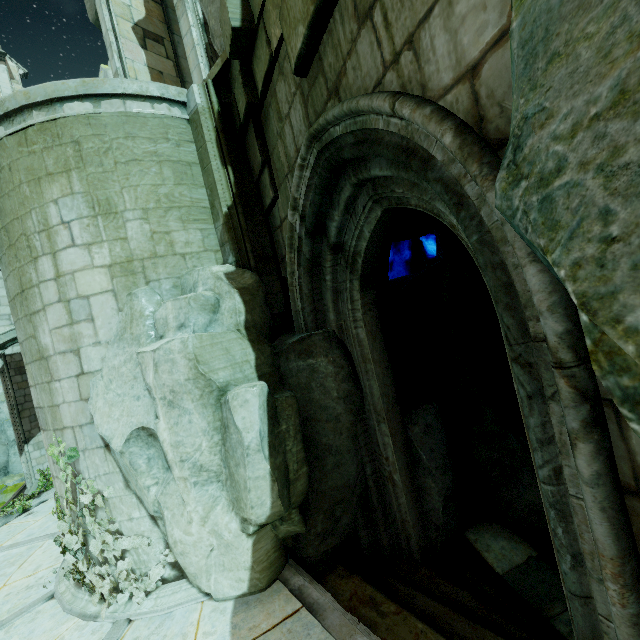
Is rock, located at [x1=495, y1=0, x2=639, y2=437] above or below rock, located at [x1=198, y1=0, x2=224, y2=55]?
below

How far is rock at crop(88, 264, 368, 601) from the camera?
4.2 meters

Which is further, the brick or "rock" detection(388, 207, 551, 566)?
"rock" detection(388, 207, 551, 566)

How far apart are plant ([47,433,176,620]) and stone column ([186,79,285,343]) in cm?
321

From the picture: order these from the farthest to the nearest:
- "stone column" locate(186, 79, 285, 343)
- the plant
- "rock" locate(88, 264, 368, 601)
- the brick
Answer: "stone column" locate(186, 79, 285, 343) → the plant → "rock" locate(88, 264, 368, 601) → the brick

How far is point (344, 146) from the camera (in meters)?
3.18

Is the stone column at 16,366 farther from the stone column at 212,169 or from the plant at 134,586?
the stone column at 212,169

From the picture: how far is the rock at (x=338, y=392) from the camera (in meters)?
4.19
